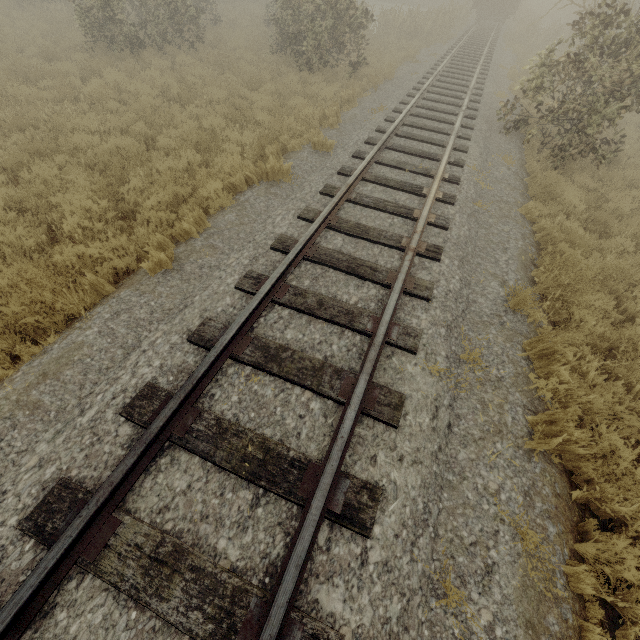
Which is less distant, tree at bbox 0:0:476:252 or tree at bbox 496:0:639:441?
tree at bbox 496:0:639:441

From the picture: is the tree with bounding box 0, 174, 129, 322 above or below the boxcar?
below

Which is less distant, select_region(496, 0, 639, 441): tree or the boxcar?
select_region(496, 0, 639, 441): tree

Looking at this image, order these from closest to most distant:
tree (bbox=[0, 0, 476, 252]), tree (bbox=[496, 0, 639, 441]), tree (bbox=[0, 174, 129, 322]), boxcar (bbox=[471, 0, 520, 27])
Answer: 1. tree (bbox=[0, 174, 129, 322])
2. tree (bbox=[496, 0, 639, 441])
3. tree (bbox=[0, 0, 476, 252])
4. boxcar (bbox=[471, 0, 520, 27])

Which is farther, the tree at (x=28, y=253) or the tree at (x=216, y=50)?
the tree at (x=216, y=50)

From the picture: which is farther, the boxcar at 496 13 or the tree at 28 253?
the boxcar at 496 13

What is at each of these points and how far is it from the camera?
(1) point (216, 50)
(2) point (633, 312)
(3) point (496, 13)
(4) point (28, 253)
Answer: (1) tree, 13.9m
(2) tree, 5.4m
(3) boxcar, 26.2m
(4) tree, 5.0m
